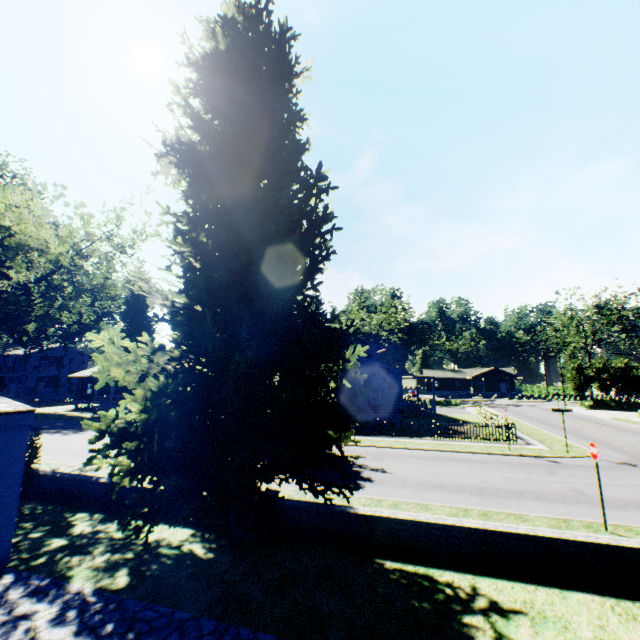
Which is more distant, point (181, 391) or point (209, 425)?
point (181, 391)

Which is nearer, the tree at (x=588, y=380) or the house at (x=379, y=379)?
the house at (x=379, y=379)

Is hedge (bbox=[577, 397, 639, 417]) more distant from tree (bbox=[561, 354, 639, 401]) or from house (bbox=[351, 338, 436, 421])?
house (bbox=[351, 338, 436, 421])

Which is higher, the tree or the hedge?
the tree

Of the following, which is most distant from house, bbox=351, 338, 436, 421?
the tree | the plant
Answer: the tree

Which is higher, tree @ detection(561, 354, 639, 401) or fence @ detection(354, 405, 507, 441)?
tree @ detection(561, 354, 639, 401)

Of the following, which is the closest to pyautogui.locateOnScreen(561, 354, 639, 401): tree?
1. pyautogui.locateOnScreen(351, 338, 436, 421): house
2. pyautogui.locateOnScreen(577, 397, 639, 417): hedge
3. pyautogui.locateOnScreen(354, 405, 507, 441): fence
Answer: pyautogui.locateOnScreen(577, 397, 639, 417): hedge

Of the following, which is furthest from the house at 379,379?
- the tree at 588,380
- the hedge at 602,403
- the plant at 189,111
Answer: the tree at 588,380
